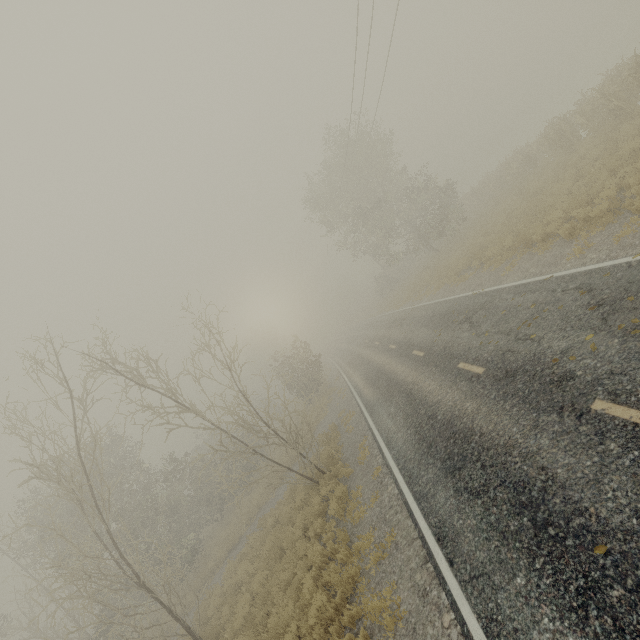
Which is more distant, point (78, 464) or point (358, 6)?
point (78, 464)

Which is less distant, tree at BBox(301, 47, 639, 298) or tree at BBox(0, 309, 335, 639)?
tree at BBox(0, 309, 335, 639)

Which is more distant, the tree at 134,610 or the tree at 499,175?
the tree at 499,175
